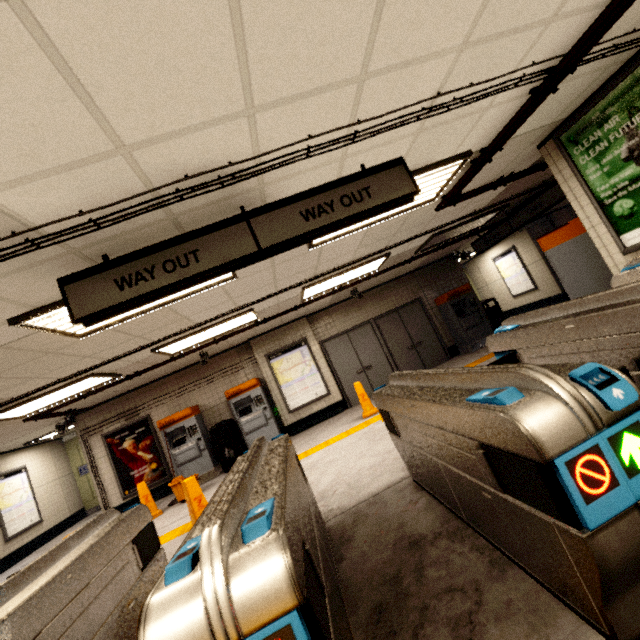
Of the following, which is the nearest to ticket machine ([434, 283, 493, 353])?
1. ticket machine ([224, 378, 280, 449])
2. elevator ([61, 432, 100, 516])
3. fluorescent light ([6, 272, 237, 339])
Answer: ticket machine ([224, 378, 280, 449])

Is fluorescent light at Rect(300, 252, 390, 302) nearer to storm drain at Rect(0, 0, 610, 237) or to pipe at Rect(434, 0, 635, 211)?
storm drain at Rect(0, 0, 610, 237)

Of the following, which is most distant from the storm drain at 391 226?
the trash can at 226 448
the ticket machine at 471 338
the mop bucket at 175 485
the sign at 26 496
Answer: the mop bucket at 175 485

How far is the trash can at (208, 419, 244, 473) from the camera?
8.0 meters

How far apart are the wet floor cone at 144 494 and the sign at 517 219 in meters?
10.1

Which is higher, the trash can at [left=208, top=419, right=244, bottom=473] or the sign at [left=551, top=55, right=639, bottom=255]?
the sign at [left=551, top=55, right=639, bottom=255]

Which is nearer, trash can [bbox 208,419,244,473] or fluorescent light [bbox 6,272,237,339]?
fluorescent light [bbox 6,272,237,339]

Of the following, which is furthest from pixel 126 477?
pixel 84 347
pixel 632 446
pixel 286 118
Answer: pixel 632 446
